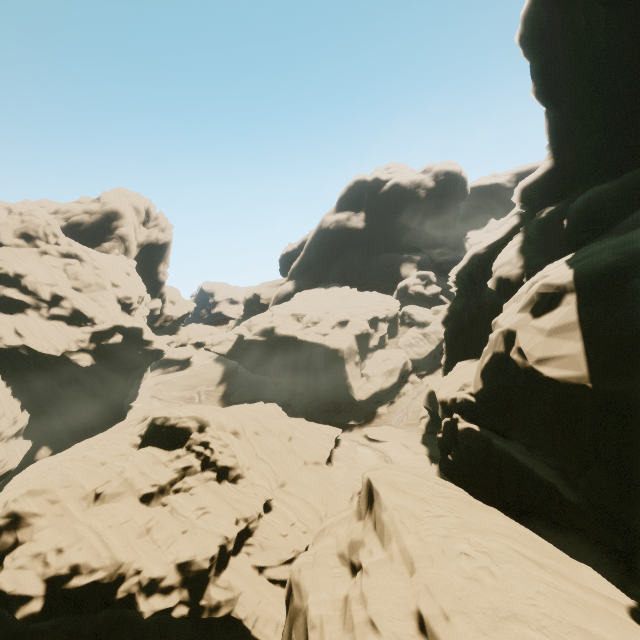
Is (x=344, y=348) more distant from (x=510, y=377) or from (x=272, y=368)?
(x=510, y=377)
